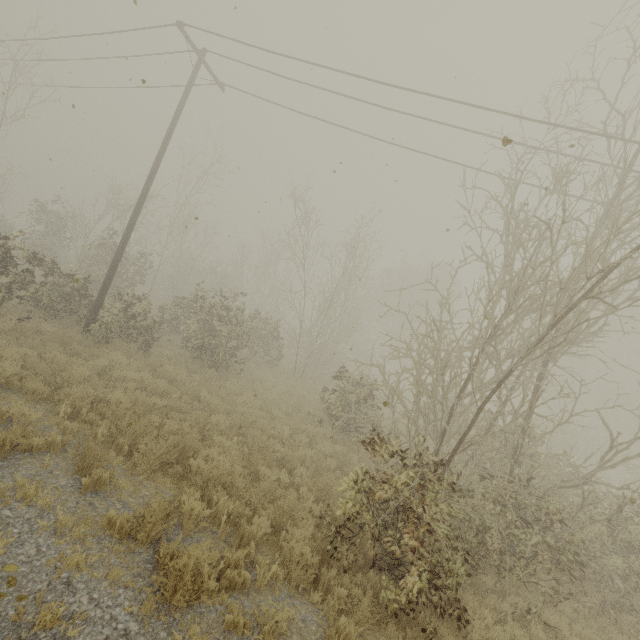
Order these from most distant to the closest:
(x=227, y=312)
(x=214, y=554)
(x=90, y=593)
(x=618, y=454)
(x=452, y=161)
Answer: (x=618, y=454)
(x=227, y=312)
(x=452, y=161)
(x=214, y=554)
(x=90, y=593)
